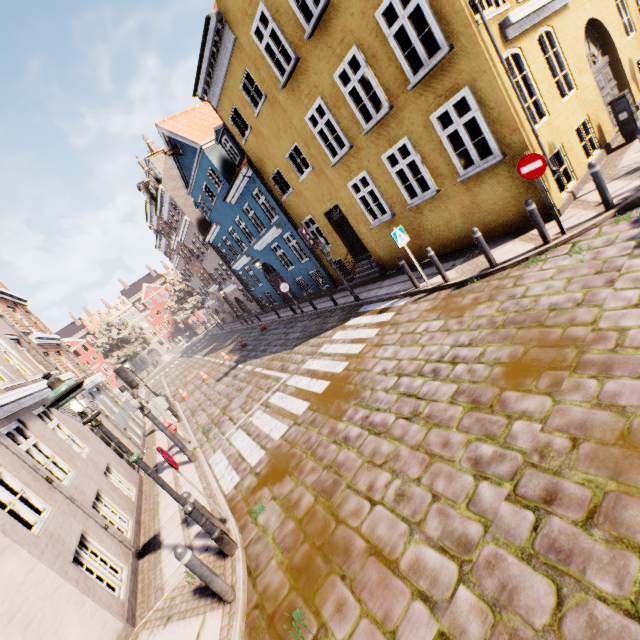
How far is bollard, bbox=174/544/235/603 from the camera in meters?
4.2 m

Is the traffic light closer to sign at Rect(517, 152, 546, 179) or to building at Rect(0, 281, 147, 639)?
building at Rect(0, 281, 147, 639)

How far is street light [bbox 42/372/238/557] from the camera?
4.2 meters

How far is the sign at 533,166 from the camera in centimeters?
645cm

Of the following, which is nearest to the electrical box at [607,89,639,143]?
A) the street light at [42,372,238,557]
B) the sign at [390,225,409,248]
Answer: the sign at [390,225,409,248]

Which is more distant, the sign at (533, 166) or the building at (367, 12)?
the building at (367, 12)

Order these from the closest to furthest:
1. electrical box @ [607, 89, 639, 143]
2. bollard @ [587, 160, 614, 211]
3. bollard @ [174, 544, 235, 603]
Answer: bollard @ [174, 544, 235, 603], bollard @ [587, 160, 614, 211], electrical box @ [607, 89, 639, 143]

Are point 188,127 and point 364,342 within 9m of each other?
no
